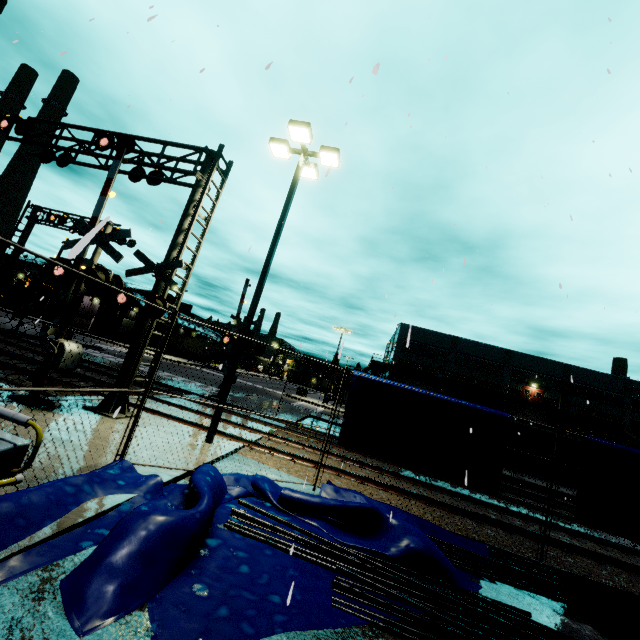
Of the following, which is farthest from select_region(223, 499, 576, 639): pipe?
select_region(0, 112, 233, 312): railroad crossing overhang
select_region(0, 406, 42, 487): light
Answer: select_region(0, 112, 233, 312): railroad crossing overhang

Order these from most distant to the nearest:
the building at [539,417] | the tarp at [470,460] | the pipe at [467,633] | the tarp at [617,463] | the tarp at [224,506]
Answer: the building at [539,417]
the tarp at [470,460]
the tarp at [617,463]
the pipe at [467,633]
the tarp at [224,506]

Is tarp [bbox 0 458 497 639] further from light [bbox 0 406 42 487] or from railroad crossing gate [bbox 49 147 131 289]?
railroad crossing gate [bbox 49 147 131 289]

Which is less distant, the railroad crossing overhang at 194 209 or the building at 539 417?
the railroad crossing overhang at 194 209

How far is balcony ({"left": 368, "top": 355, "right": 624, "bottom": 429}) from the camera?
42.16m

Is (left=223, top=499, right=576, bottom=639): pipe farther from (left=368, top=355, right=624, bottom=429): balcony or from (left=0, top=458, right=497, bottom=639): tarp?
(left=368, top=355, right=624, bottom=429): balcony

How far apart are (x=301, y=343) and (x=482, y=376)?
50.8 meters

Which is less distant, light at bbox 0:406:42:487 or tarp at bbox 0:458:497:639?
light at bbox 0:406:42:487
